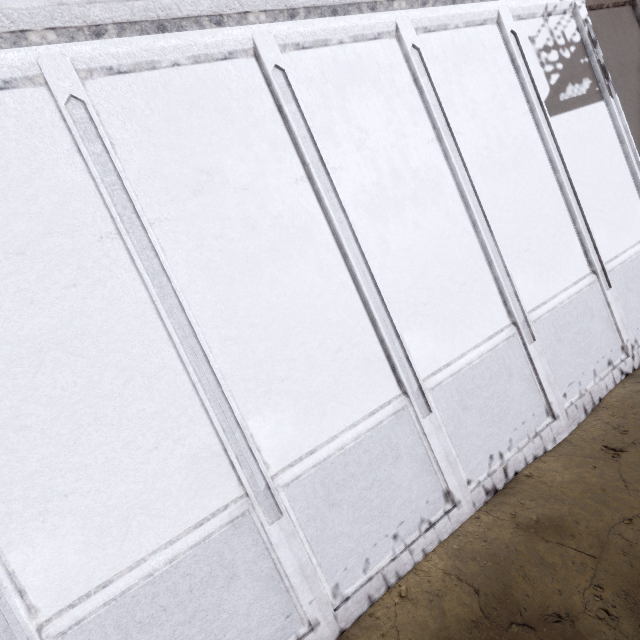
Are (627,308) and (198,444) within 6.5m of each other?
no
